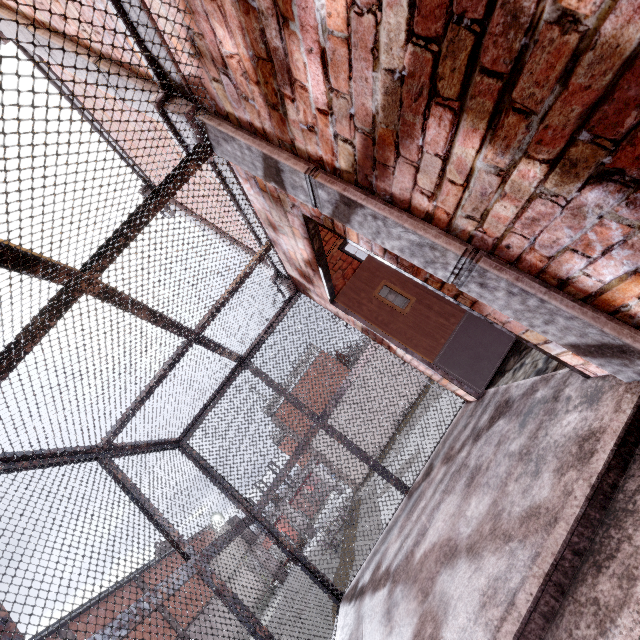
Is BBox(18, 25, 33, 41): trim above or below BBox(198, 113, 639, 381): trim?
above

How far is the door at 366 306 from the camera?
3.93m

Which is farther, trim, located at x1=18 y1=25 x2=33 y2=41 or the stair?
trim, located at x1=18 y1=25 x2=33 y2=41

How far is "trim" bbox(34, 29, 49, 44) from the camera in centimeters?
267cm

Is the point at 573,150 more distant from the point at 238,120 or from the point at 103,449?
the point at 103,449

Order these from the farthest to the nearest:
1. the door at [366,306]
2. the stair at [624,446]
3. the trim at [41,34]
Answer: the door at [366,306] < the trim at [41,34] < the stair at [624,446]

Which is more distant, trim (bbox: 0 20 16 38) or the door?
the door
